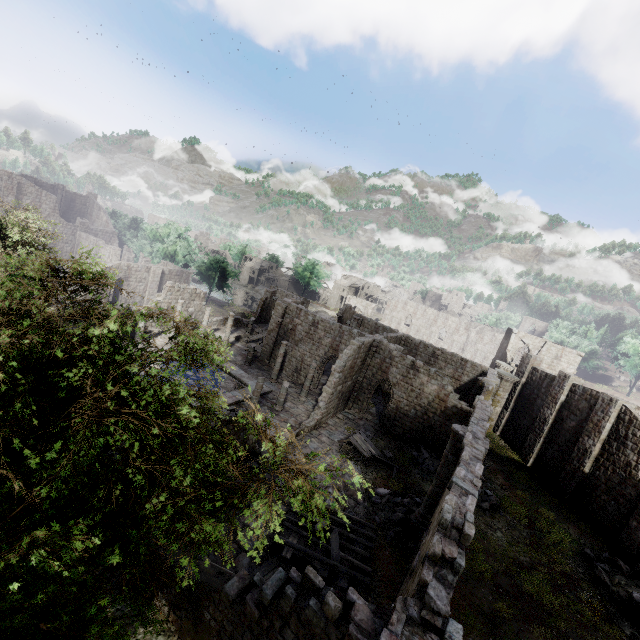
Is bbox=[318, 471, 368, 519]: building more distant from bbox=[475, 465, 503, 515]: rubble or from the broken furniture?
the broken furniture

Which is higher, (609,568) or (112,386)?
(112,386)

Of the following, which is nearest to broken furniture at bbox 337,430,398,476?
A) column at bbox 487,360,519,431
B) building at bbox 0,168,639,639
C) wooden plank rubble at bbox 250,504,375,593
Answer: building at bbox 0,168,639,639

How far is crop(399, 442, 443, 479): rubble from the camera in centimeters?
2206cm

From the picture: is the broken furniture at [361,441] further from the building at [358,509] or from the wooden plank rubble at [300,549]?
the wooden plank rubble at [300,549]

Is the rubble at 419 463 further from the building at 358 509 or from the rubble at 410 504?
the rubble at 410 504

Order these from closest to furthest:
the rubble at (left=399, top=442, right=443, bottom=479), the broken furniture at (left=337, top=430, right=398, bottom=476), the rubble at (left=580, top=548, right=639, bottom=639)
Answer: the rubble at (left=580, top=548, right=639, bottom=639), the broken furniture at (left=337, top=430, right=398, bottom=476), the rubble at (left=399, top=442, right=443, bottom=479)

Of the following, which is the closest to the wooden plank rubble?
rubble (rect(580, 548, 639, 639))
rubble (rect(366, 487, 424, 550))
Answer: rubble (rect(366, 487, 424, 550))
